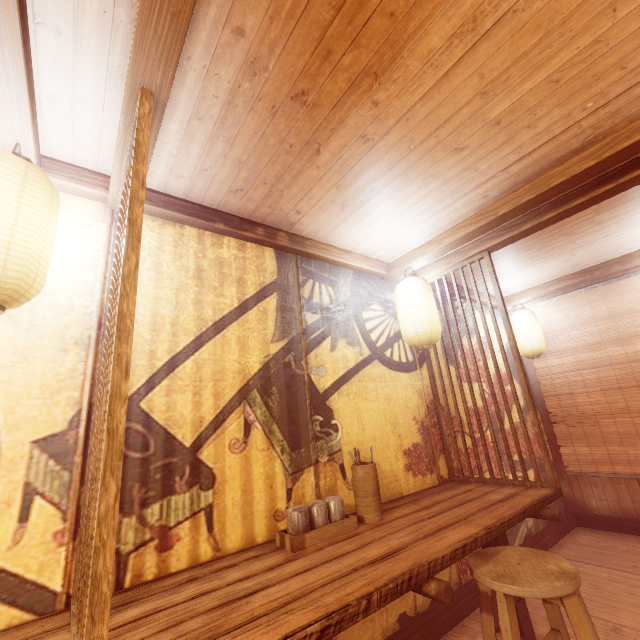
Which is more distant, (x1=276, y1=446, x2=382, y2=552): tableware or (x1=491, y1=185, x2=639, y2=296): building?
(x1=491, y1=185, x2=639, y2=296): building

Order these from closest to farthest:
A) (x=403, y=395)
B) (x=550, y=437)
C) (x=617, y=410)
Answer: (x=403, y=395), (x=617, y=410), (x=550, y=437)

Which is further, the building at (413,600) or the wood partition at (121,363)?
the building at (413,600)

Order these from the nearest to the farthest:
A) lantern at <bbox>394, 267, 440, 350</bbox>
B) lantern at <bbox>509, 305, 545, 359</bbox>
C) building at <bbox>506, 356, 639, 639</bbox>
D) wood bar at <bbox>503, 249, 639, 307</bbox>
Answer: building at <bbox>506, 356, 639, 639</bbox> < lantern at <bbox>394, 267, 440, 350</bbox> < wood bar at <bbox>503, 249, 639, 307</bbox> < lantern at <bbox>509, 305, 545, 359</bbox>

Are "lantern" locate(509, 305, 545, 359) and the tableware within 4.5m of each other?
no

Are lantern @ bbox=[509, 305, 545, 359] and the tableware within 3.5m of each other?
no

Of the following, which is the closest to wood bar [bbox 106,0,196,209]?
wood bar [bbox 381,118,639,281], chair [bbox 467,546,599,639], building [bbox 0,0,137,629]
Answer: building [bbox 0,0,137,629]

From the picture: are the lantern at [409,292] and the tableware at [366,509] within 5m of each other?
yes
